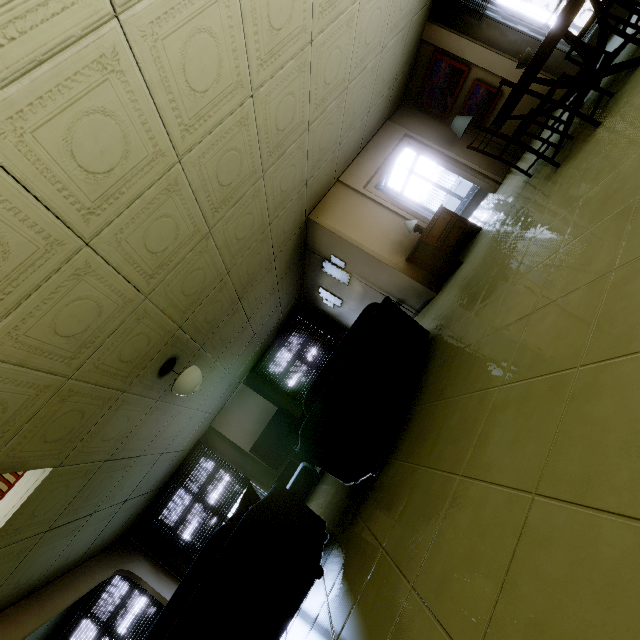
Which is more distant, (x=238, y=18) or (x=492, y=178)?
(x=492, y=178)

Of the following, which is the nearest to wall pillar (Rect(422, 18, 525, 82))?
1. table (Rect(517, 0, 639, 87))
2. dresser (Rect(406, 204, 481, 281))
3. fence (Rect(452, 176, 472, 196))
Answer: table (Rect(517, 0, 639, 87))

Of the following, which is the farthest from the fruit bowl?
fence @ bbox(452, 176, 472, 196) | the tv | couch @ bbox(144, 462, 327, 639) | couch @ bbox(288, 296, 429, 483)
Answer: fence @ bbox(452, 176, 472, 196)

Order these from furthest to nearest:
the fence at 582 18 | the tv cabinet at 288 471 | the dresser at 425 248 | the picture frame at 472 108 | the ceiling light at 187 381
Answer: the fence at 582 18 → the tv cabinet at 288 471 → the picture frame at 472 108 → the dresser at 425 248 → the ceiling light at 187 381

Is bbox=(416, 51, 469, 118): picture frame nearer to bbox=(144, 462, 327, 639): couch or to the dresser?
the dresser

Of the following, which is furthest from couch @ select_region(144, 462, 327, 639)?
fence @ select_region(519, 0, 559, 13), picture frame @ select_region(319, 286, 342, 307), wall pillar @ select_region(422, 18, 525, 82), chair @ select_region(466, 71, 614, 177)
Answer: fence @ select_region(519, 0, 559, 13)

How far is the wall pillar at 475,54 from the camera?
5.65m

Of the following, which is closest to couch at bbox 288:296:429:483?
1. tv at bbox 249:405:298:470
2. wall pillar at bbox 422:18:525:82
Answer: tv at bbox 249:405:298:470
